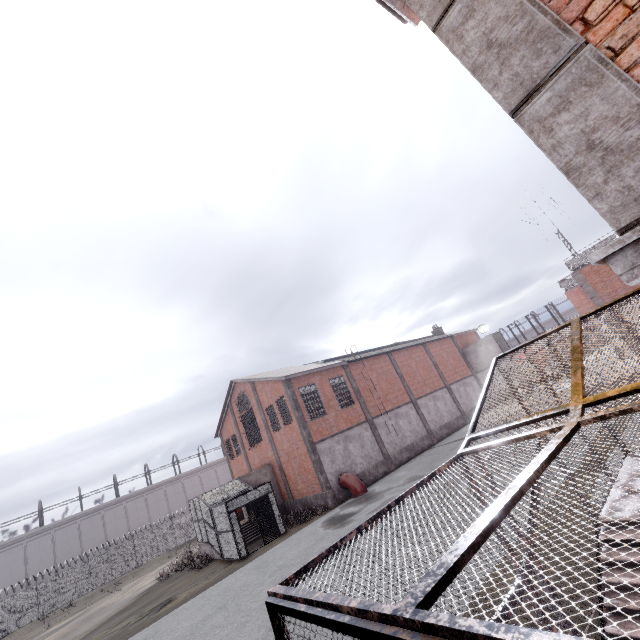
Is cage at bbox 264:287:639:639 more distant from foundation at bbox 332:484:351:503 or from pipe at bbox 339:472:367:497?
foundation at bbox 332:484:351:503

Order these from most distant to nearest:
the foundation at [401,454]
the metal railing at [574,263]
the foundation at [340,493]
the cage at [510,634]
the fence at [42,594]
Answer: the fence at [42,594]
the foundation at [401,454]
the foundation at [340,493]
the metal railing at [574,263]
the cage at [510,634]

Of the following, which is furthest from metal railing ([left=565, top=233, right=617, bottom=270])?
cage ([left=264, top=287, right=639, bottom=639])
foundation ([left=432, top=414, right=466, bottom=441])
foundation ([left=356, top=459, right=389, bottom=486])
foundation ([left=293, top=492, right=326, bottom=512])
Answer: foundation ([left=293, top=492, right=326, bottom=512])

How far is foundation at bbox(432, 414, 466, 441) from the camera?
28.8 meters

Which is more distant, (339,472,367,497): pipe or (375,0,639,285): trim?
(339,472,367,497): pipe

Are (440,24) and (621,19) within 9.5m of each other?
yes

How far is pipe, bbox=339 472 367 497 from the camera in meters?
20.4 m

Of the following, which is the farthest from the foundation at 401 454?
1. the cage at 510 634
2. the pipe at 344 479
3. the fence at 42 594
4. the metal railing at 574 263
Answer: the fence at 42 594
